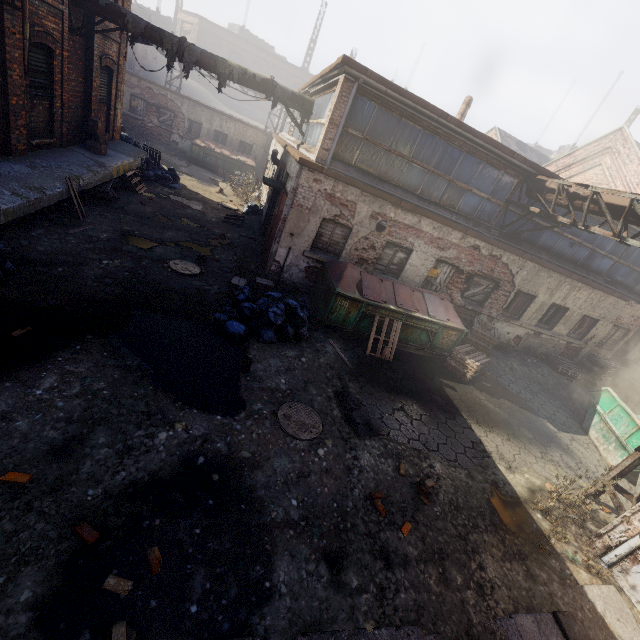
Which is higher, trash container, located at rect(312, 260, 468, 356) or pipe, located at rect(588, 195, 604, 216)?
pipe, located at rect(588, 195, 604, 216)

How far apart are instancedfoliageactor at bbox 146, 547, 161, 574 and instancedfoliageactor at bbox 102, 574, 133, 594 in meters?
0.2 m

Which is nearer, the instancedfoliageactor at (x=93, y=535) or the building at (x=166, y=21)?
the instancedfoliageactor at (x=93, y=535)

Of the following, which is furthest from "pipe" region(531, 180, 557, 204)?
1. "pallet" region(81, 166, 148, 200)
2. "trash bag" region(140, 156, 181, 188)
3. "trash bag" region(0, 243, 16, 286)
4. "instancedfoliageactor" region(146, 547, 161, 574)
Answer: "trash bag" region(140, 156, 181, 188)

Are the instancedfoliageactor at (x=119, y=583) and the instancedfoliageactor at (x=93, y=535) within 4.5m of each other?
Answer: yes

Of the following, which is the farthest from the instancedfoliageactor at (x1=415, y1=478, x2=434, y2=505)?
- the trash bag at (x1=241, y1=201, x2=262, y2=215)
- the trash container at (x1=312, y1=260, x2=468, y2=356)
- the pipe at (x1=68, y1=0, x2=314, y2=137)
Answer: the trash bag at (x1=241, y1=201, x2=262, y2=215)

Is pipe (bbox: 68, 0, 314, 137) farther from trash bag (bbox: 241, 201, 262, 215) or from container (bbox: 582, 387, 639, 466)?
container (bbox: 582, 387, 639, 466)

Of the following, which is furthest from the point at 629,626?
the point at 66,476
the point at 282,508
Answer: the point at 66,476
